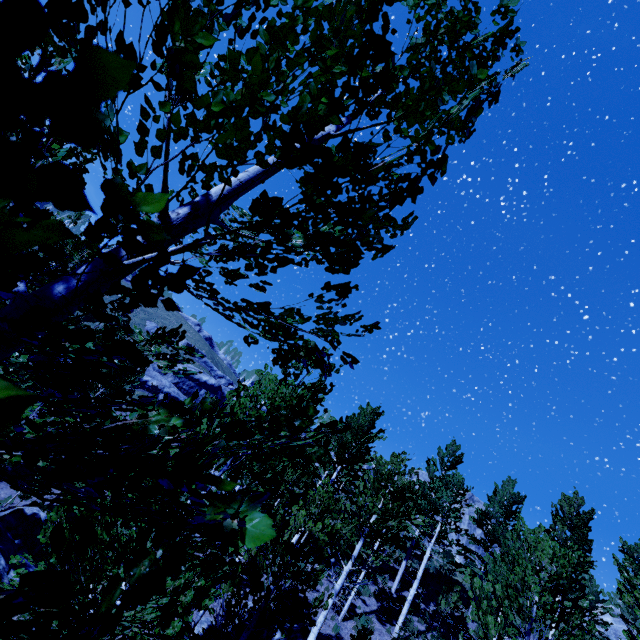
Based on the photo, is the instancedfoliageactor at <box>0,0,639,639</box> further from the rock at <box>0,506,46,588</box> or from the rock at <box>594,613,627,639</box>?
the rock at <box>594,613,627,639</box>

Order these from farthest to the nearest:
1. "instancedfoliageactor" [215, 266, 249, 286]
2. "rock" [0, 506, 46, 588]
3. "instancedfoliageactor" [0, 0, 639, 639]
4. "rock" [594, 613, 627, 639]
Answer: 1. "rock" [594, 613, 627, 639]
2. "rock" [0, 506, 46, 588]
3. "instancedfoliageactor" [215, 266, 249, 286]
4. "instancedfoliageactor" [0, 0, 639, 639]

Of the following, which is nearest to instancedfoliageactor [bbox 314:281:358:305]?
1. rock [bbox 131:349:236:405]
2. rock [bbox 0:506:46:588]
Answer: rock [bbox 0:506:46:588]

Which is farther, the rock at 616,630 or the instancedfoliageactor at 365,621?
the rock at 616,630

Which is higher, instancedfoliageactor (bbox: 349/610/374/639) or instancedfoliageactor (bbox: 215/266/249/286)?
instancedfoliageactor (bbox: 215/266/249/286)

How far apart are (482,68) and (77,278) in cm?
225

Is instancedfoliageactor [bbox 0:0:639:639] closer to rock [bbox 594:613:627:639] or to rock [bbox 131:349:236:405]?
rock [bbox 594:613:627:639]

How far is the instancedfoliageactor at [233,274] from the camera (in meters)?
2.97
